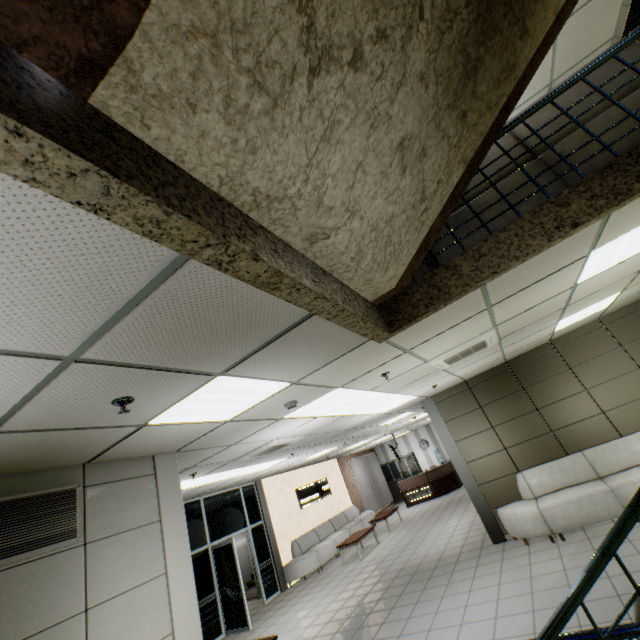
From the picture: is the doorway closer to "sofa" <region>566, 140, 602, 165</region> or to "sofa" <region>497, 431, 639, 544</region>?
"sofa" <region>497, 431, 639, 544</region>

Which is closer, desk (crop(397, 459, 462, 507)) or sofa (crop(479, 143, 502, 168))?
sofa (crop(479, 143, 502, 168))

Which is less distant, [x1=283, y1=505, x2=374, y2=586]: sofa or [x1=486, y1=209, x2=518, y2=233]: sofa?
[x1=486, y1=209, x2=518, y2=233]: sofa

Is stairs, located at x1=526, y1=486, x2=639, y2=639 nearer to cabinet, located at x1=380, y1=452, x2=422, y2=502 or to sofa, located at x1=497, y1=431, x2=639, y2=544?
sofa, located at x1=497, y1=431, x2=639, y2=544

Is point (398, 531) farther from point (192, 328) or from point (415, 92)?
point (415, 92)

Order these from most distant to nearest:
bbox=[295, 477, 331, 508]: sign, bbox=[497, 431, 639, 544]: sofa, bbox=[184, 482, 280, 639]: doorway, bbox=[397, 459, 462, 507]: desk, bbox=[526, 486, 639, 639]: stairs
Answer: bbox=[397, 459, 462, 507]: desk < bbox=[295, 477, 331, 508]: sign < bbox=[184, 482, 280, 639]: doorway < bbox=[497, 431, 639, 544]: sofa < bbox=[526, 486, 639, 639]: stairs

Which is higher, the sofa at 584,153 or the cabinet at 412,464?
the sofa at 584,153

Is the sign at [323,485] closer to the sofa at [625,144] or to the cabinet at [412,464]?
the cabinet at [412,464]
